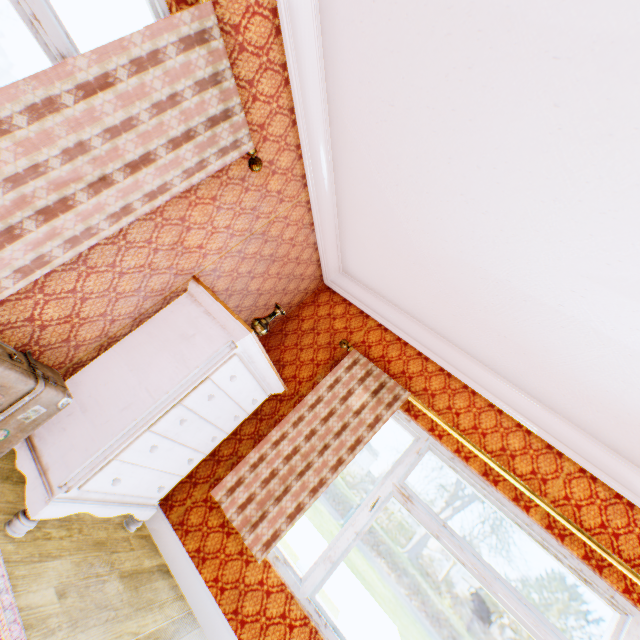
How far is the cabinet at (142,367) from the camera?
1.9m

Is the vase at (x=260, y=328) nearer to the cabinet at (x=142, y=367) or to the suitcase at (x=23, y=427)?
the cabinet at (x=142, y=367)

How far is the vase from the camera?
2.8 meters

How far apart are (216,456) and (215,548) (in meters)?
0.73

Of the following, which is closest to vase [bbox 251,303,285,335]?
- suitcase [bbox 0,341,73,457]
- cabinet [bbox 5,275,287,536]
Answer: cabinet [bbox 5,275,287,536]

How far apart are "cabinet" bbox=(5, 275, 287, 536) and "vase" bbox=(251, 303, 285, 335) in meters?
0.3 m

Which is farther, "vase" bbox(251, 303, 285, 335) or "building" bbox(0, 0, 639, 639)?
"vase" bbox(251, 303, 285, 335)

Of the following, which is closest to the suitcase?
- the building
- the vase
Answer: the building
